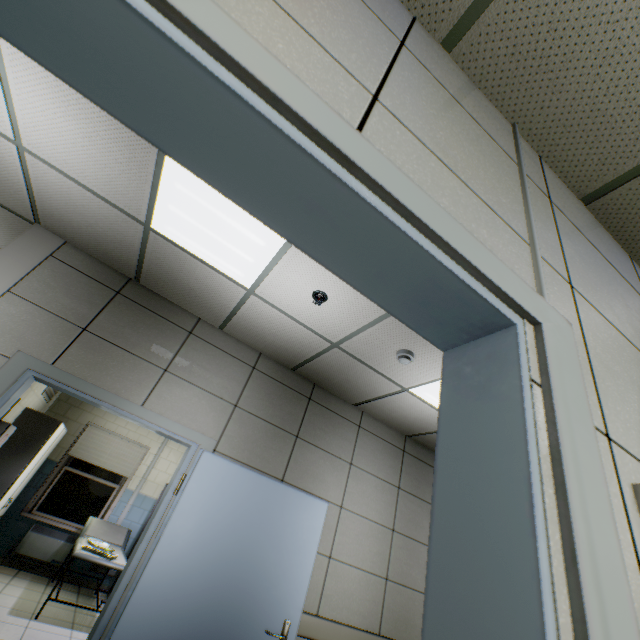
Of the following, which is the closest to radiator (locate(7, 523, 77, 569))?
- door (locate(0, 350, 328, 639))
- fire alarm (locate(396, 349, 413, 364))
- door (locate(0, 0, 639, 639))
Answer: door (locate(0, 350, 328, 639))

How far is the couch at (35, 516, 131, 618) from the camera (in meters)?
4.27

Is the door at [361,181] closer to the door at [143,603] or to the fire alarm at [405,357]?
the fire alarm at [405,357]

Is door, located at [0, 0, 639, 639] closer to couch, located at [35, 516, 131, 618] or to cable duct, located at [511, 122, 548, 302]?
cable duct, located at [511, 122, 548, 302]

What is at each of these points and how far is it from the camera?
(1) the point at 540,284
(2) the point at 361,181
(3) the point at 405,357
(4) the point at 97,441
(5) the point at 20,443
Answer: (1) cable duct, 0.8 meters
(2) door, 0.6 meters
(3) fire alarm, 3.0 meters
(4) blinds, 6.7 meters
(5) cabinet, 5.0 meters

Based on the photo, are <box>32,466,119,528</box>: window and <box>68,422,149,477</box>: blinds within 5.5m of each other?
yes

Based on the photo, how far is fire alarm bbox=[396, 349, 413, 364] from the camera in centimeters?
296cm

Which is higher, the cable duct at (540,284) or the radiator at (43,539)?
the cable duct at (540,284)
